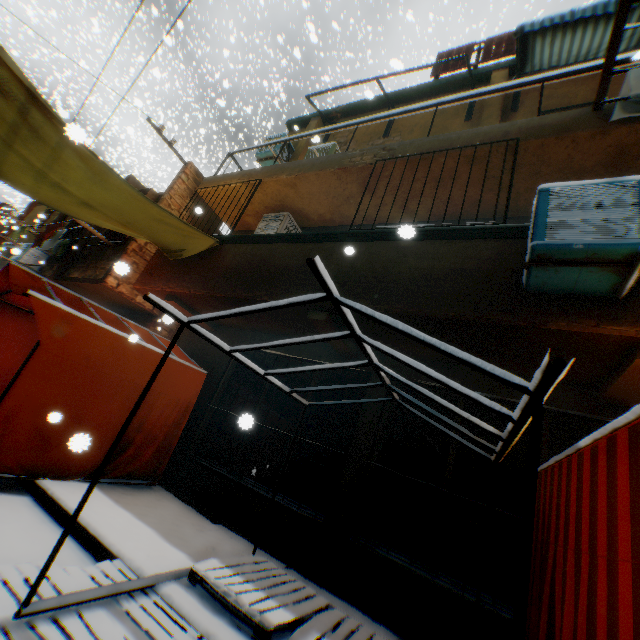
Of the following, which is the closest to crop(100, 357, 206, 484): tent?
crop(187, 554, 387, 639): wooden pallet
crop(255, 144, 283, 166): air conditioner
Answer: crop(187, 554, 387, 639): wooden pallet

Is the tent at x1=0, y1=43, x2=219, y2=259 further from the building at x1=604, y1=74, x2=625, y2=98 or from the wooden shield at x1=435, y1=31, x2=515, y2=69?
the wooden shield at x1=435, y1=31, x2=515, y2=69

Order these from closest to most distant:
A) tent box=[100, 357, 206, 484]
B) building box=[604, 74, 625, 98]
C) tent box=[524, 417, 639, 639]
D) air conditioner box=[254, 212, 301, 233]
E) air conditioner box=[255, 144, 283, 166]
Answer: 1. tent box=[524, 417, 639, 639]
2. tent box=[100, 357, 206, 484]
3. building box=[604, 74, 625, 98]
4. air conditioner box=[254, 212, 301, 233]
5. air conditioner box=[255, 144, 283, 166]

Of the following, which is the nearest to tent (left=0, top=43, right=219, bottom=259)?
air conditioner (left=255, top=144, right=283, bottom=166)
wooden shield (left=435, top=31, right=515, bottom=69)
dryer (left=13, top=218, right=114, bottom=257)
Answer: wooden shield (left=435, top=31, right=515, bottom=69)

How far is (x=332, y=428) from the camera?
5.4m

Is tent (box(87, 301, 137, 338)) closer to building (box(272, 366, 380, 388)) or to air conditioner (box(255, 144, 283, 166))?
building (box(272, 366, 380, 388))

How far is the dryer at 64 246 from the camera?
9.7 meters

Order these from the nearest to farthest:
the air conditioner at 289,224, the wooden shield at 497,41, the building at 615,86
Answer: the building at 615,86, the air conditioner at 289,224, the wooden shield at 497,41
